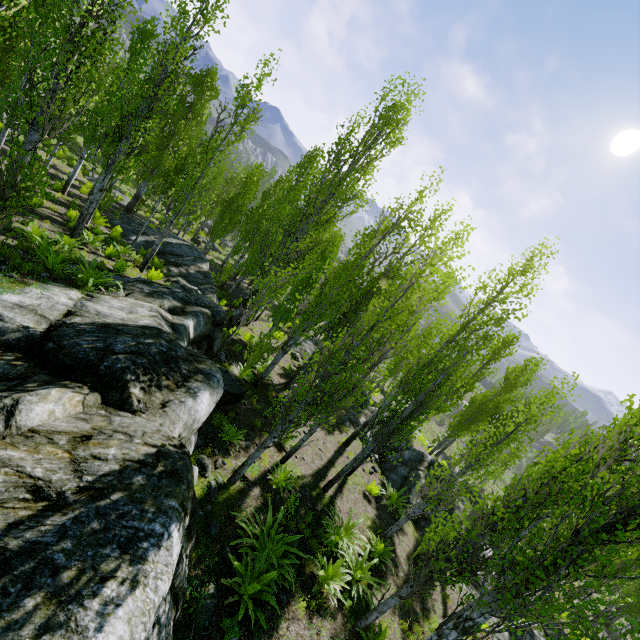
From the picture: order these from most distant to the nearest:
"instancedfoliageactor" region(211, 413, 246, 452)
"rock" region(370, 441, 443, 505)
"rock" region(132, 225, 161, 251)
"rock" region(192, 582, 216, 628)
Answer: "rock" region(132, 225, 161, 251), "rock" region(370, 441, 443, 505), "instancedfoliageactor" region(211, 413, 246, 452), "rock" region(192, 582, 216, 628)

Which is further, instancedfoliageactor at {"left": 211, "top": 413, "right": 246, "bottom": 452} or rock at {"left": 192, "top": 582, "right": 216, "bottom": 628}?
instancedfoliageactor at {"left": 211, "top": 413, "right": 246, "bottom": 452}

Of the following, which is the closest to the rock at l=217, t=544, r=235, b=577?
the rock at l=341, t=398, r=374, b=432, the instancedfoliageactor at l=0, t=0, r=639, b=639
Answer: the instancedfoliageactor at l=0, t=0, r=639, b=639

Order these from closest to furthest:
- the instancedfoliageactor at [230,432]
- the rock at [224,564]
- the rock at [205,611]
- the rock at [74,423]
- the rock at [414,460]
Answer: the rock at [74,423]
the rock at [205,611]
the rock at [224,564]
the instancedfoliageactor at [230,432]
the rock at [414,460]

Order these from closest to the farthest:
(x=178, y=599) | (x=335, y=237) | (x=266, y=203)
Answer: (x=178, y=599)
(x=335, y=237)
(x=266, y=203)

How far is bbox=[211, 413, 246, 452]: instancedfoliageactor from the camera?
9.0m

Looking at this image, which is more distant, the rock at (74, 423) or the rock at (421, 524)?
the rock at (421, 524)
